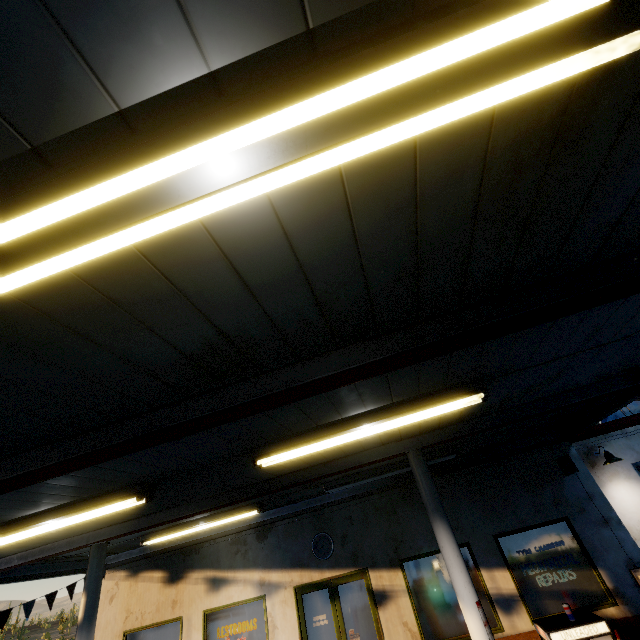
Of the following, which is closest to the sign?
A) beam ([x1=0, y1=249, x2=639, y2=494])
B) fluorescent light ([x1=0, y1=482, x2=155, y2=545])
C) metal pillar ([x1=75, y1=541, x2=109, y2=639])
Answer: beam ([x1=0, y1=249, x2=639, y2=494])

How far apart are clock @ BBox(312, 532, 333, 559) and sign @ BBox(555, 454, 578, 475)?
5.94m

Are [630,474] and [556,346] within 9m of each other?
yes

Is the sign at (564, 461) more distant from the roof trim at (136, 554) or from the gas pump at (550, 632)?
the gas pump at (550, 632)

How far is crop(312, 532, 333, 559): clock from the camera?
8.2 meters

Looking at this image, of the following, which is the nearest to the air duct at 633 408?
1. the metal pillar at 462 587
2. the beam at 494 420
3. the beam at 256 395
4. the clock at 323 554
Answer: the beam at 494 420

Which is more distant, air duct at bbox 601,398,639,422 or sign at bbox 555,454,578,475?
air duct at bbox 601,398,639,422

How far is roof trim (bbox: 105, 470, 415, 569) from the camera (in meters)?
8.50
